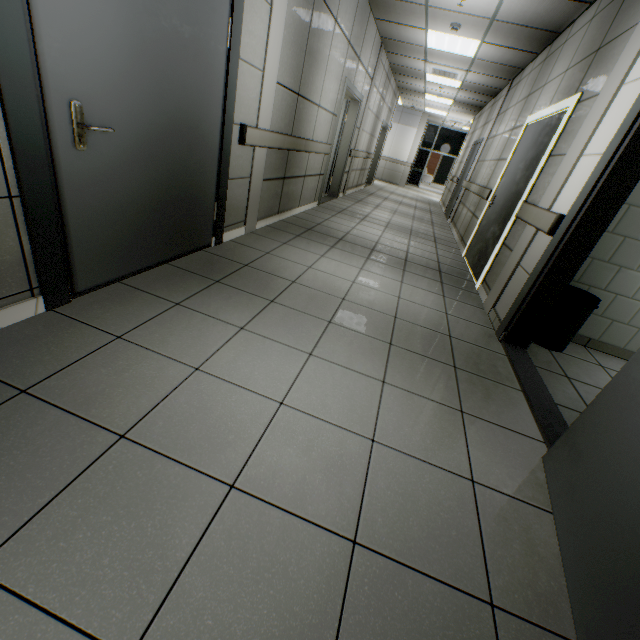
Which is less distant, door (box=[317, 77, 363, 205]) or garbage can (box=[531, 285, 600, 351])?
garbage can (box=[531, 285, 600, 351])

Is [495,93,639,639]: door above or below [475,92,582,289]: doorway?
below

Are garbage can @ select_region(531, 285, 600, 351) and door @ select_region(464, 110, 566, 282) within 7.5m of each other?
yes

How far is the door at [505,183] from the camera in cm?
375

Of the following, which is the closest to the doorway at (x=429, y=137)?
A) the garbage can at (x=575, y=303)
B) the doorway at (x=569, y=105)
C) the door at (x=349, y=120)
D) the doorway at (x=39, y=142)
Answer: the door at (x=349, y=120)

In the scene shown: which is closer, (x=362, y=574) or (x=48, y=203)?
(x=362, y=574)

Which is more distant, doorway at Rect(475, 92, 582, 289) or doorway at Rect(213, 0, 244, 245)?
doorway at Rect(475, 92, 582, 289)

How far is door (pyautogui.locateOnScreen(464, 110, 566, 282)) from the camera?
3.7 meters
